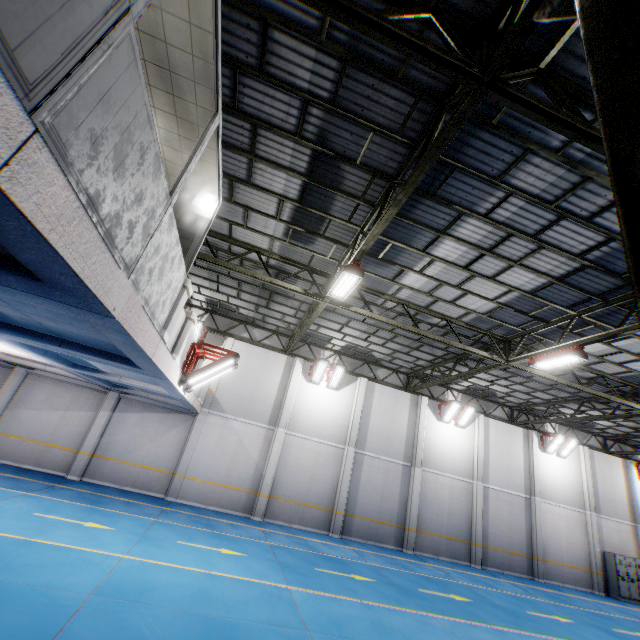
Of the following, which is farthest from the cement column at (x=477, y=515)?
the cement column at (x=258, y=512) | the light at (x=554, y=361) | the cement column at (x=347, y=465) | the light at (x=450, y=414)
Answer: the cement column at (x=258, y=512)

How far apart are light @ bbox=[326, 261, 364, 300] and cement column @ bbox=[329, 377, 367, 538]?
9.44m

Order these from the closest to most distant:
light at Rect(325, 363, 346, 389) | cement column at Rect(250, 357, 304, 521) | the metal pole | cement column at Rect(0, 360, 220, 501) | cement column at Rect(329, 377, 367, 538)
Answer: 1. the metal pole
2. cement column at Rect(0, 360, 220, 501)
3. cement column at Rect(250, 357, 304, 521)
4. cement column at Rect(329, 377, 367, 538)
5. light at Rect(325, 363, 346, 389)

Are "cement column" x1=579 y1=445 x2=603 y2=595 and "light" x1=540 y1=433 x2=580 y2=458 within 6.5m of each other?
yes

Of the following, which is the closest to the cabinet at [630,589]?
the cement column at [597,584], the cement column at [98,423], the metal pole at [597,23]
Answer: the cement column at [597,584]

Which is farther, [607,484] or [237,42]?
[607,484]

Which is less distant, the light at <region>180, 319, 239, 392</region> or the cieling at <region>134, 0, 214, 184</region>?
the cieling at <region>134, 0, 214, 184</region>

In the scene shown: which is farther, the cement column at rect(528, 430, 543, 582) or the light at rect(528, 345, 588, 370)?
→ the cement column at rect(528, 430, 543, 582)
